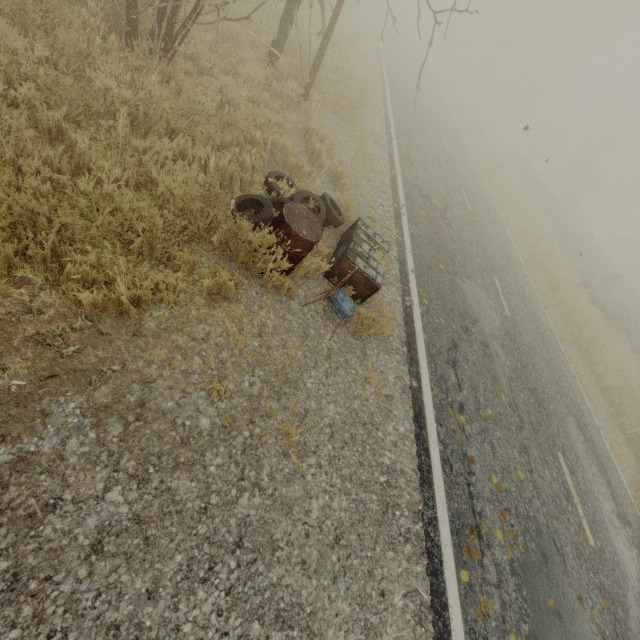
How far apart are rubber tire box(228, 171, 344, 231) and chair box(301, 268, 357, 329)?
0.8 meters

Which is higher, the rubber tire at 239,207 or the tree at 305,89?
the tree at 305,89

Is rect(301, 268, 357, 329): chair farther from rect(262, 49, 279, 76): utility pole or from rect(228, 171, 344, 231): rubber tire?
rect(262, 49, 279, 76): utility pole

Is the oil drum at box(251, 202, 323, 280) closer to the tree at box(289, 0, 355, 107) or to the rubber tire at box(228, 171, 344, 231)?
the rubber tire at box(228, 171, 344, 231)

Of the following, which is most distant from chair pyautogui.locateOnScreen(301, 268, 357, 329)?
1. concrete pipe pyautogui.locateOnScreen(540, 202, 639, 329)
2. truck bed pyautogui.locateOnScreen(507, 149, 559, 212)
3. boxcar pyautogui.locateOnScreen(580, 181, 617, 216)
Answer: boxcar pyautogui.locateOnScreen(580, 181, 617, 216)

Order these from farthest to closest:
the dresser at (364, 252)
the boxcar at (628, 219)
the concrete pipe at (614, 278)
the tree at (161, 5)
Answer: the boxcar at (628, 219)
the concrete pipe at (614, 278)
the dresser at (364, 252)
the tree at (161, 5)

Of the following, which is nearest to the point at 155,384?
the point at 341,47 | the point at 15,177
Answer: the point at 15,177

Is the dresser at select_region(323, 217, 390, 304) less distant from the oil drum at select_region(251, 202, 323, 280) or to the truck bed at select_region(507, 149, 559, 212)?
the oil drum at select_region(251, 202, 323, 280)
